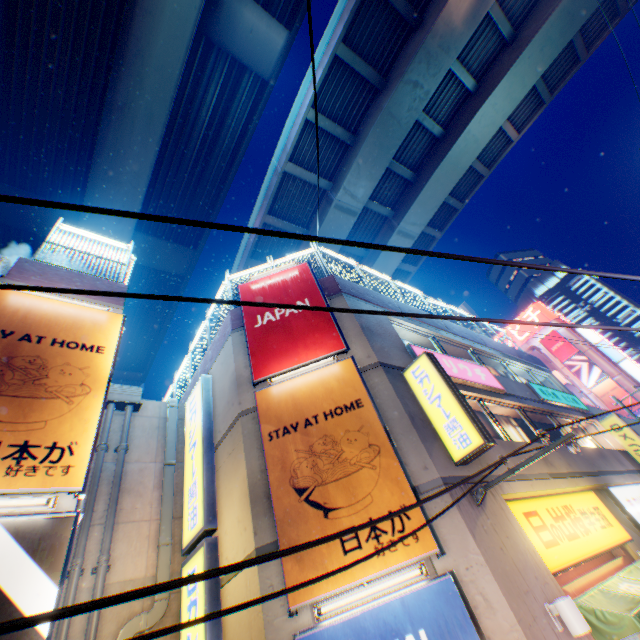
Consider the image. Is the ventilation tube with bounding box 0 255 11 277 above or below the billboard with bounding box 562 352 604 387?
below

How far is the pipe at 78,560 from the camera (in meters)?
7.00

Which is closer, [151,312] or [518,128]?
[518,128]

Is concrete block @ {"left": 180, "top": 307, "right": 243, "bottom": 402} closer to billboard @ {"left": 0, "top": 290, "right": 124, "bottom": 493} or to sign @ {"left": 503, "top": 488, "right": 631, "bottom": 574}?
billboard @ {"left": 0, "top": 290, "right": 124, "bottom": 493}

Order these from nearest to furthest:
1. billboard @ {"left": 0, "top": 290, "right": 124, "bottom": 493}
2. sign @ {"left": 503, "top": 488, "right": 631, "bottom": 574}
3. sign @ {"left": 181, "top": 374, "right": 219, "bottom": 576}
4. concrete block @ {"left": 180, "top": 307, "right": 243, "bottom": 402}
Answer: billboard @ {"left": 0, "top": 290, "right": 124, "bottom": 493} → sign @ {"left": 503, "top": 488, "right": 631, "bottom": 574} → sign @ {"left": 181, "top": 374, "right": 219, "bottom": 576} → concrete block @ {"left": 180, "top": 307, "right": 243, "bottom": 402}

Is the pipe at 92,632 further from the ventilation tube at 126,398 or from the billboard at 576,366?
the billboard at 576,366

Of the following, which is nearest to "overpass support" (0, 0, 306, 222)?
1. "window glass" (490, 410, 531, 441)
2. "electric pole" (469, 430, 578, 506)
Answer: "electric pole" (469, 430, 578, 506)

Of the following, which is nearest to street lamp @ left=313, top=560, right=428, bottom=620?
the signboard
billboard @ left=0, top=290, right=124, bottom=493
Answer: billboard @ left=0, top=290, right=124, bottom=493
